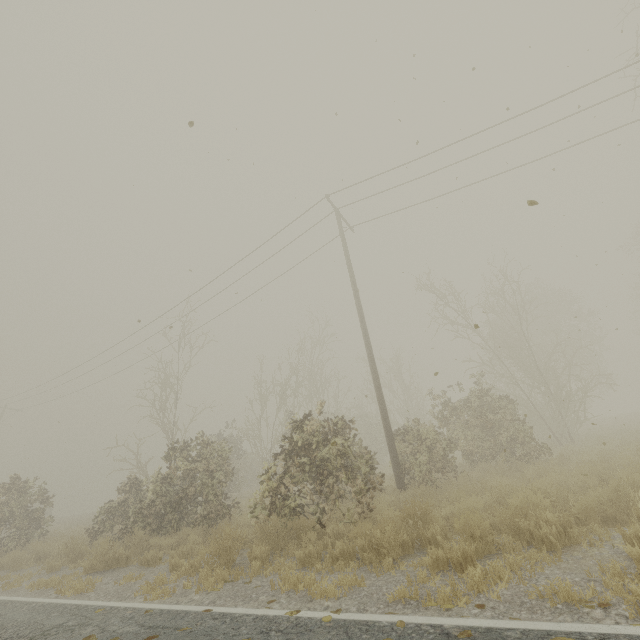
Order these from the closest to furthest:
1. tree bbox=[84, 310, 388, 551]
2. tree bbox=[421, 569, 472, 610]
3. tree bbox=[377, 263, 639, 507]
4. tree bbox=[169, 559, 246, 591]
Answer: tree bbox=[421, 569, 472, 610]
tree bbox=[169, 559, 246, 591]
tree bbox=[84, 310, 388, 551]
tree bbox=[377, 263, 639, 507]

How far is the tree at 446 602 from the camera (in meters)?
3.41

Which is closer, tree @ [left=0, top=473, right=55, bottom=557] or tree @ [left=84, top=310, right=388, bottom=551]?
tree @ [left=84, top=310, right=388, bottom=551]

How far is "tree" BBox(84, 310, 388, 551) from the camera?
7.94m

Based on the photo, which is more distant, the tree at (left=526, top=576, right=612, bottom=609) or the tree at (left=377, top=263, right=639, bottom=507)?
the tree at (left=377, top=263, right=639, bottom=507)

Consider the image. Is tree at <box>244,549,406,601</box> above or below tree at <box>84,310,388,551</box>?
below

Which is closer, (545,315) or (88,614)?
(88,614)

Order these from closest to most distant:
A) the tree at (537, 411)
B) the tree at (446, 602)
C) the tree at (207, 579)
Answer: the tree at (446, 602) < the tree at (207, 579) < the tree at (537, 411)
